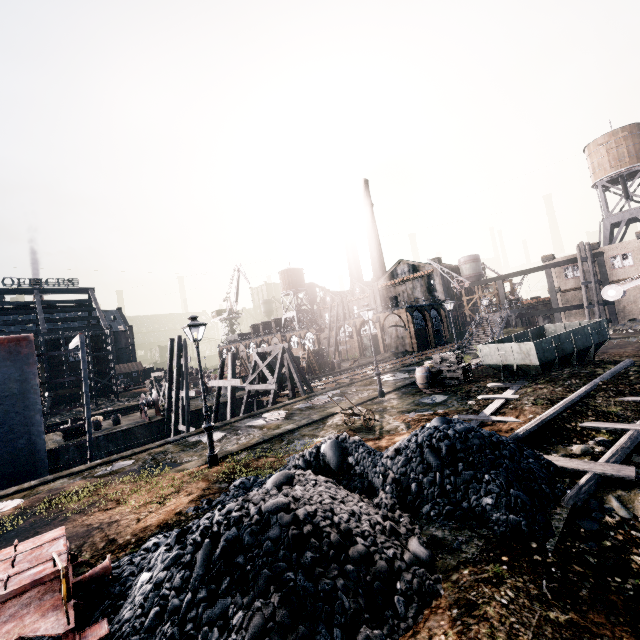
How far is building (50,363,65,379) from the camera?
54.28m

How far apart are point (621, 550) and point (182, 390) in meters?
28.0

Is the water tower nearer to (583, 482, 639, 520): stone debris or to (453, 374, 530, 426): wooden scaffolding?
(583, 482, 639, 520): stone debris

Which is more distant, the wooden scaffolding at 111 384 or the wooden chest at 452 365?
the wooden scaffolding at 111 384

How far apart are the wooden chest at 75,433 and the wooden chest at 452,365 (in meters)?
27.80

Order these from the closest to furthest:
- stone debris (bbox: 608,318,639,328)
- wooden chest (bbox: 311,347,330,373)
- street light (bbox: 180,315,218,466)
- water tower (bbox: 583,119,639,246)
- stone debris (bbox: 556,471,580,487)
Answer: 1. stone debris (bbox: 556,471,580,487)
2. street light (bbox: 180,315,218,466)
3. stone debris (bbox: 608,318,639,328)
4. water tower (bbox: 583,119,639,246)
5. wooden chest (bbox: 311,347,330,373)

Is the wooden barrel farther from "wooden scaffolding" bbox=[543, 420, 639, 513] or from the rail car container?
"wooden scaffolding" bbox=[543, 420, 639, 513]

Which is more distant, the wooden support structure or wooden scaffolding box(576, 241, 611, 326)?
wooden scaffolding box(576, 241, 611, 326)
